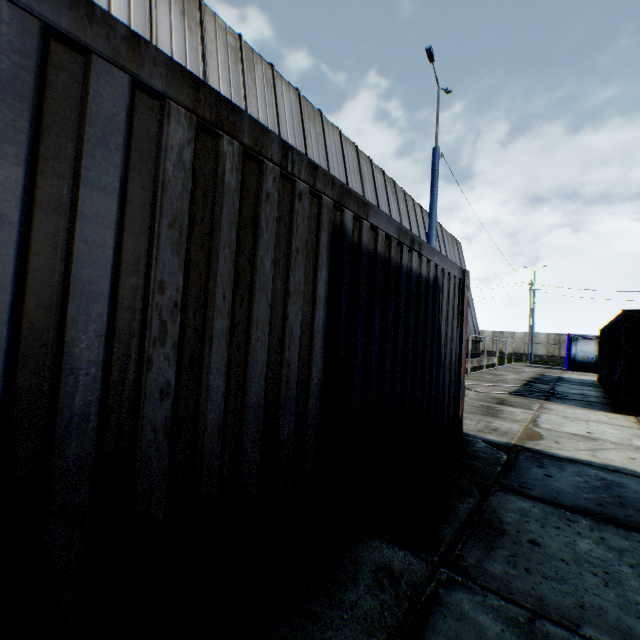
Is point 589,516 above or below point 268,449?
below

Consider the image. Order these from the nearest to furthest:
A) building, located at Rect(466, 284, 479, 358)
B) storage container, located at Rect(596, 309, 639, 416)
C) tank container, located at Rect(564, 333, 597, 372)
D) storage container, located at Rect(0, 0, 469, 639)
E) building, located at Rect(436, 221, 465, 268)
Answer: storage container, located at Rect(0, 0, 469, 639), storage container, located at Rect(596, 309, 639, 416), tank container, located at Rect(564, 333, 597, 372), building, located at Rect(436, 221, 465, 268), building, located at Rect(466, 284, 479, 358)

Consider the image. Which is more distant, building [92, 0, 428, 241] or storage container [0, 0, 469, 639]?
building [92, 0, 428, 241]

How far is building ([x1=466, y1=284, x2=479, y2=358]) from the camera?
26.0m

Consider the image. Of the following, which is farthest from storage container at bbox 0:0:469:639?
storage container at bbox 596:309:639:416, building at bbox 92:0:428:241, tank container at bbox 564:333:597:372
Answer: tank container at bbox 564:333:597:372

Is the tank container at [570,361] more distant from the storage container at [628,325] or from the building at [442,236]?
the storage container at [628,325]

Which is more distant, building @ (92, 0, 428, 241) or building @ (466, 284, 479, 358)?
building @ (466, 284, 479, 358)

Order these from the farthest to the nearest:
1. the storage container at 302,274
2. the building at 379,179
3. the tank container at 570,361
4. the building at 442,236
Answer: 1. the building at 442,236
2. the tank container at 570,361
3. the building at 379,179
4. the storage container at 302,274
